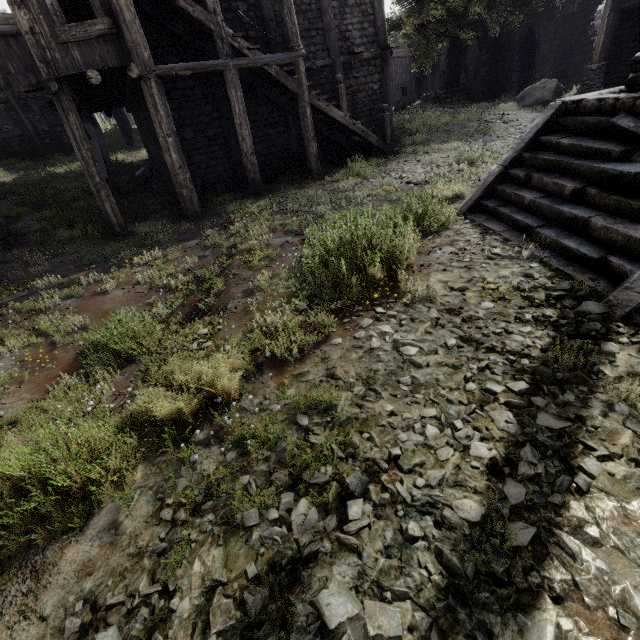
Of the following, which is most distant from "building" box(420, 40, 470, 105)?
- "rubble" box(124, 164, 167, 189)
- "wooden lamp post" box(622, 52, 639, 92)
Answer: "wooden lamp post" box(622, 52, 639, 92)

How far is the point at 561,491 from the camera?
2.0 meters

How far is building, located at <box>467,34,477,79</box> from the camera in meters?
26.1

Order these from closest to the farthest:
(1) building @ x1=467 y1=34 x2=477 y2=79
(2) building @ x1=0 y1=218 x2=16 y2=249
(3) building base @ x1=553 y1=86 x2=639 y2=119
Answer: (3) building base @ x1=553 y1=86 x2=639 y2=119
(2) building @ x1=0 y1=218 x2=16 y2=249
(1) building @ x1=467 y1=34 x2=477 y2=79

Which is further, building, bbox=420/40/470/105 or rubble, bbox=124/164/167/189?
building, bbox=420/40/470/105

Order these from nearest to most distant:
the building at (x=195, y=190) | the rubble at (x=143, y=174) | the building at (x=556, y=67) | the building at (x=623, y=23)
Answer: the building at (x=195, y=190) → the rubble at (x=143, y=174) → the building at (x=623, y=23) → the building at (x=556, y=67)

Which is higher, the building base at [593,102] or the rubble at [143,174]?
the building base at [593,102]
